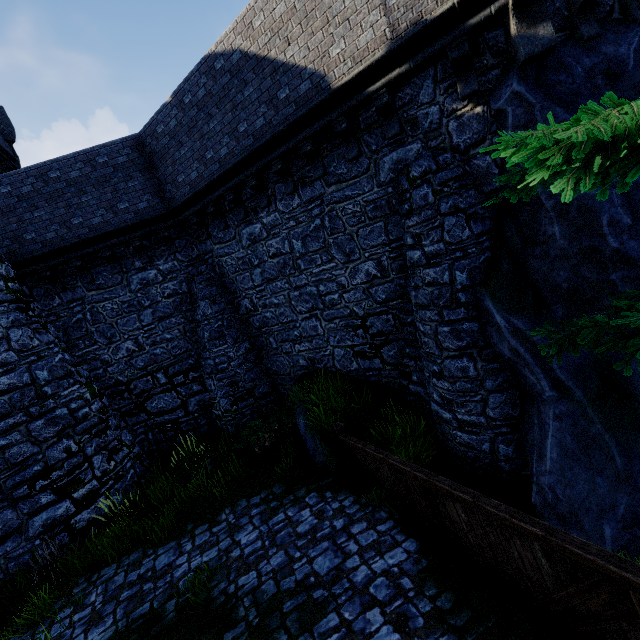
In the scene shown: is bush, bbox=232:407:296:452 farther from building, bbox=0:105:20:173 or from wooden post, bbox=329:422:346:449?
building, bbox=0:105:20:173

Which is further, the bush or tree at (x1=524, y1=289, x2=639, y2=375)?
the bush

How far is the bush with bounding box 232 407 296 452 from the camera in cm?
975

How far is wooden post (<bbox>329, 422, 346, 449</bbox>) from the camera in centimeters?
791cm

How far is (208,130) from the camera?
8.8 meters

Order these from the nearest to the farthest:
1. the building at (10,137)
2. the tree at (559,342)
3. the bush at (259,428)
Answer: the tree at (559,342), the bush at (259,428), the building at (10,137)

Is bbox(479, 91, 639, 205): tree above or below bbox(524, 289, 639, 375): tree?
above

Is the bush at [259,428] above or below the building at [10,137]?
below
